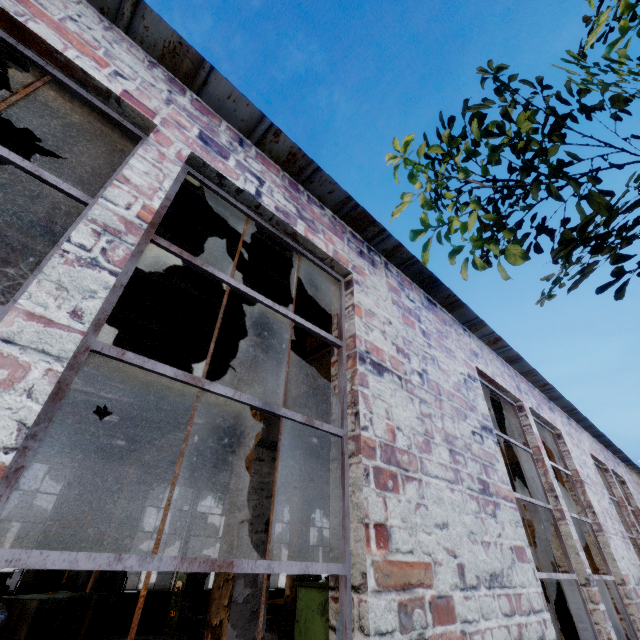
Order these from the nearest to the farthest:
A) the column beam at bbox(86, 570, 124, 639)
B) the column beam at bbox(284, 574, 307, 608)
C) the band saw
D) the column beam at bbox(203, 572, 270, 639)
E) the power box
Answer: the power box
the column beam at bbox(203, 572, 270, 639)
the column beam at bbox(86, 570, 124, 639)
the band saw
the column beam at bbox(284, 574, 307, 608)

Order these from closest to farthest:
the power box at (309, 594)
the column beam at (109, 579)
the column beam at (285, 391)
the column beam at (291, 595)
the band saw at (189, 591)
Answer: the power box at (309, 594), the column beam at (285, 391), the column beam at (109, 579), the band saw at (189, 591), the column beam at (291, 595)

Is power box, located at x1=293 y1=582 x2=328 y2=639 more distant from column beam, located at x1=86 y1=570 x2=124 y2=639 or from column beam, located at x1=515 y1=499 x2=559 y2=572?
column beam, located at x1=515 y1=499 x2=559 y2=572

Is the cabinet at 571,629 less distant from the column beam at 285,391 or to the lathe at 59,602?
the column beam at 285,391

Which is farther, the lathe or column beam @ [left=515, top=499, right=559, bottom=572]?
column beam @ [left=515, top=499, right=559, bottom=572]

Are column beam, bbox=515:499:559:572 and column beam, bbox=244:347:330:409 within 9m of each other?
no

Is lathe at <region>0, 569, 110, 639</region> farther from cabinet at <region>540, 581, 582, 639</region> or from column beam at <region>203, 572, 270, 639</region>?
cabinet at <region>540, 581, 582, 639</region>

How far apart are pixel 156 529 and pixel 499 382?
22.59m
